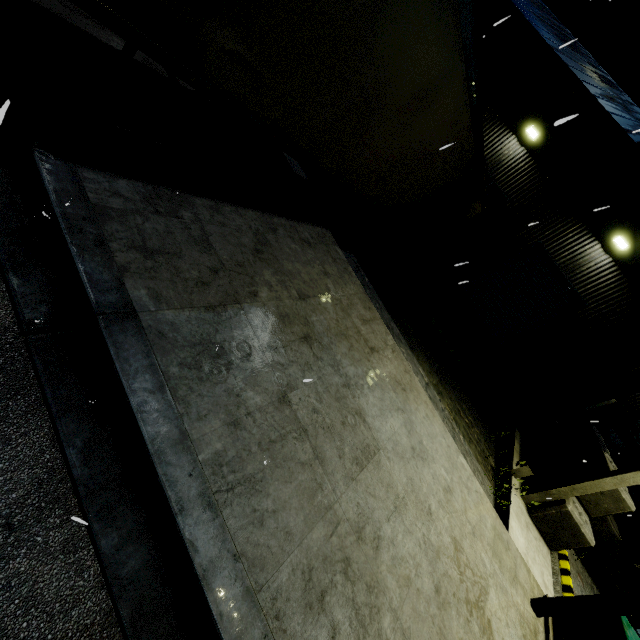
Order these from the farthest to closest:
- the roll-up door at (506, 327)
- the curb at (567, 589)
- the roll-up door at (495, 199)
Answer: the roll-up door at (495, 199) < the roll-up door at (506, 327) < the curb at (567, 589)

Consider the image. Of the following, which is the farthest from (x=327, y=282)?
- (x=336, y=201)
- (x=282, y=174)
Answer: (x=336, y=201)

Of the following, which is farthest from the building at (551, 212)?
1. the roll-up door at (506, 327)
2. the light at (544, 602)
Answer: the light at (544, 602)

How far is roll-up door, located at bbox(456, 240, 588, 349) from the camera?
12.2m

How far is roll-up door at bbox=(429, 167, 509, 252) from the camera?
12.9m

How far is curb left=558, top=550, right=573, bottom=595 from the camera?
6.8m

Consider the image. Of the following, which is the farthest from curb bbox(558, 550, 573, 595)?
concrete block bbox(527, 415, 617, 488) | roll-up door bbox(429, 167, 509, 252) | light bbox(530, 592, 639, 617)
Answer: roll-up door bbox(429, 167, 509, 252)

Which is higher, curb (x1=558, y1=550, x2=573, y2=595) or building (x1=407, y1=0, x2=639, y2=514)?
building (x1=407, y1=0, x2=639, y2=514)
